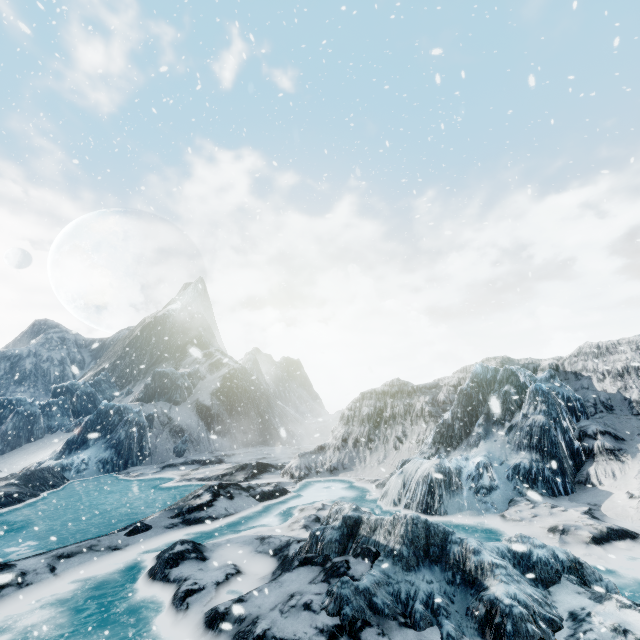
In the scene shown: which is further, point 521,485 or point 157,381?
point 157,381
